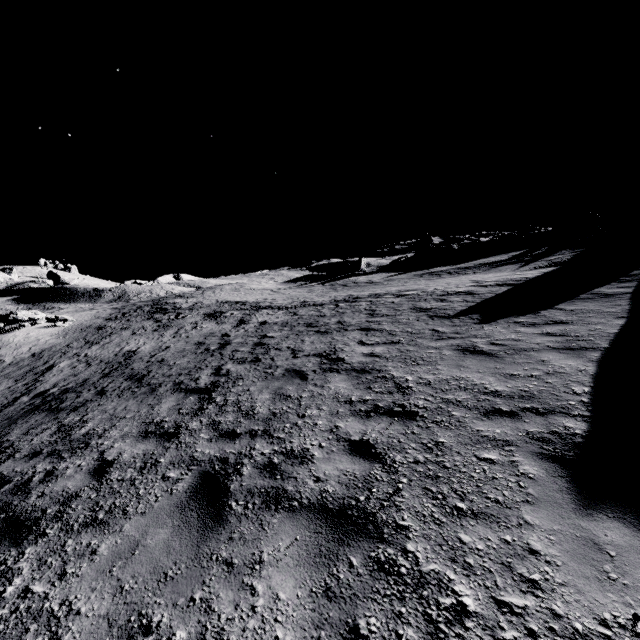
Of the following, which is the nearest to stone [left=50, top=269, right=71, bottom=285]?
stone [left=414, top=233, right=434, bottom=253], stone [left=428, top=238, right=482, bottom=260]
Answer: stone [left=414, top=233, right=434, bottom=253]

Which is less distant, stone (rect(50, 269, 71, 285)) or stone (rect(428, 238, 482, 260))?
stone (rect(428, 238, 482, 260))

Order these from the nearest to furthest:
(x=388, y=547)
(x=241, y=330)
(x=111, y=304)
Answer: (x=388, y=547) → (x=241, y=330) → (x=111, y=304)

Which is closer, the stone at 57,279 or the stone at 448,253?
the stone at 448,253

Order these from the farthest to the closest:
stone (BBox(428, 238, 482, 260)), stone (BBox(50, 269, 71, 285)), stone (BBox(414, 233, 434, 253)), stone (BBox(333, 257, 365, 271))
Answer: stone (BBox(50, 269, 71, 285)) → stone (BBox(414, 233, 434, 253)) → stone (BBox(333, 257, 365, 271)) → stone (BBox(428, 238, 482, 260))

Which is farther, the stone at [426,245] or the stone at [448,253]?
the stone at [426,245]

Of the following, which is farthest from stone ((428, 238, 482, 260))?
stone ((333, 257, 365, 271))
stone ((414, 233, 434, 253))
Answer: → stone ((333, 257, 365, 271))

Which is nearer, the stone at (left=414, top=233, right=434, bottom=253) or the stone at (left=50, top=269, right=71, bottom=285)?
the stone at (left=414, top=233, right=434, bottom=253)
